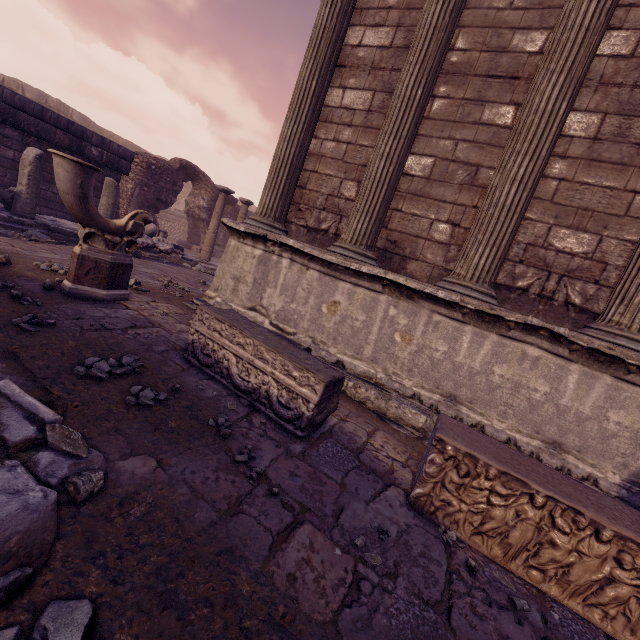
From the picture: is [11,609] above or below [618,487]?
below

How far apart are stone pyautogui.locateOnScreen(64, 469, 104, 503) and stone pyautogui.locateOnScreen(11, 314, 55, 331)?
1.4 meters

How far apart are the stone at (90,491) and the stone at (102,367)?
0.8m

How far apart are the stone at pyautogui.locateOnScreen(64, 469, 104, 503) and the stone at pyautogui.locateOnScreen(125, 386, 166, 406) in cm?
57

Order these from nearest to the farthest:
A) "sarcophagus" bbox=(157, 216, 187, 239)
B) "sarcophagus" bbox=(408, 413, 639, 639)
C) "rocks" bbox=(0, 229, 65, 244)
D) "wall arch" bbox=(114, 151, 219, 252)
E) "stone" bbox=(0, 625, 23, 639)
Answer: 1. "stone" bbox=(0, 625, 23, 639)
2. "sarcophagus" bbox=(408, 413, 639, 639)
3. "rocks" bbox=(0, 229, 65, 244)
4. "wall arch" bbox=(114, 151, 219, 252)
5. "sarcophagus" bbox=(157, 216, 187, 239)

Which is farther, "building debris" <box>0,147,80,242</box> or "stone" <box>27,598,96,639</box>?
"building debris" <box>0,147,80,242</box>

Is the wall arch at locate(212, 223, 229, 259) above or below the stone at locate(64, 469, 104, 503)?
above

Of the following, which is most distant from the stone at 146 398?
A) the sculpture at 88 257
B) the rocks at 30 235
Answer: the rocks at 30 235
